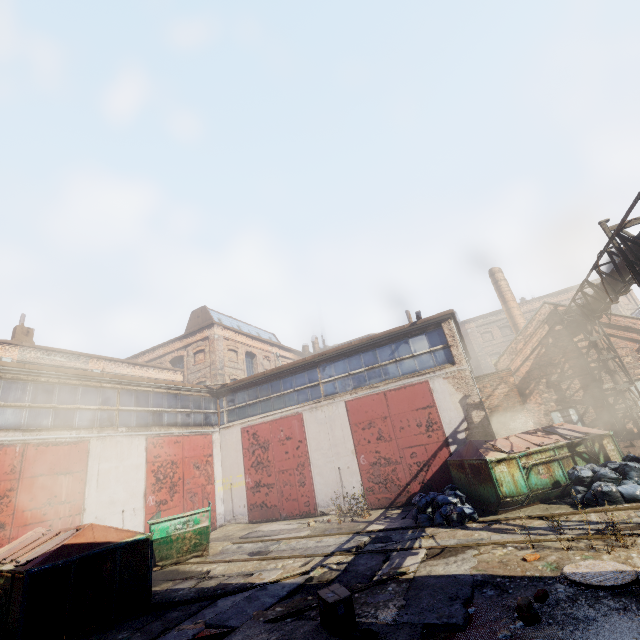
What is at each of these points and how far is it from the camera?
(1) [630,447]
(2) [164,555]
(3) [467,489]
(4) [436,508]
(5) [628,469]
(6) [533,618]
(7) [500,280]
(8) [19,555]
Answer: (1) pipe, 11.0m
(2) container, 9.5m
(3) trash container, 9.9m
(4) trash bag, 8.9m
(5) trash bag, 8.0m
(6) instancedfoliageactor, 3.9m
(7) building, 24.3m
(8) trash container, 6.9m

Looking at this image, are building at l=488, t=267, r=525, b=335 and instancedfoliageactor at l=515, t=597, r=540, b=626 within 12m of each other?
no

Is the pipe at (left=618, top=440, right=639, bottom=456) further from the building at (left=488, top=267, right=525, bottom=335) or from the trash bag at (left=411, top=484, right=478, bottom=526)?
the building at (left=488, top=267, right=525, bottom=335)

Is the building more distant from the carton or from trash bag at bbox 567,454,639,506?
the carton

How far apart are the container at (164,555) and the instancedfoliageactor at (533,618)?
8.60m

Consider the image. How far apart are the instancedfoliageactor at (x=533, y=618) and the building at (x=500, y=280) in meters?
21.9 m

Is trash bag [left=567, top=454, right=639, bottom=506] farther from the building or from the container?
the building

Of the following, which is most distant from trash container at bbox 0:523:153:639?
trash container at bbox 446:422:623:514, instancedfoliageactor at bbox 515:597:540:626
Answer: trash container at bbox 446:422:623:514
